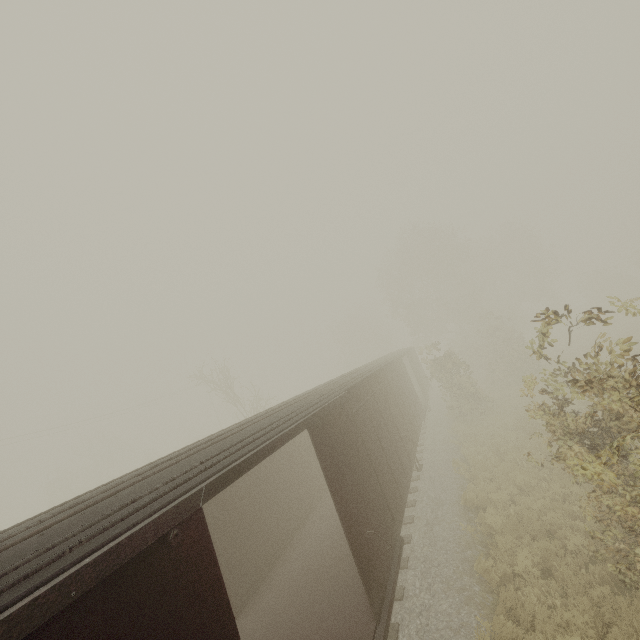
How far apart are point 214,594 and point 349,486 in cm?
377
